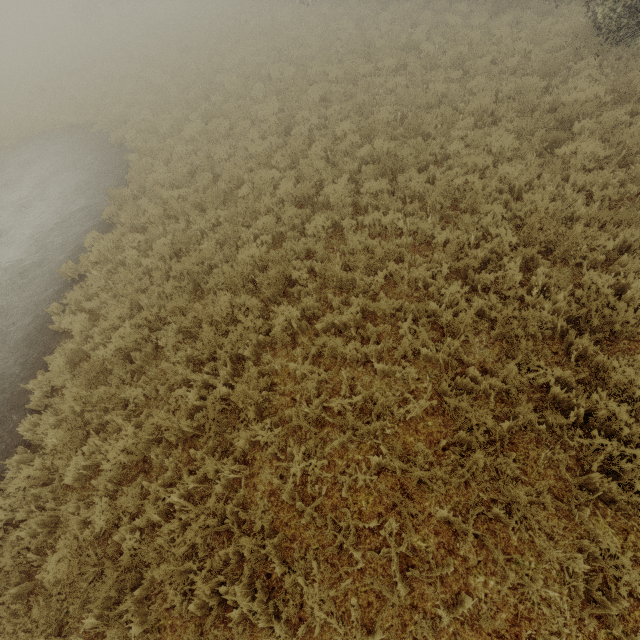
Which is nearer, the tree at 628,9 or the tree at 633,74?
the tree at 633,74

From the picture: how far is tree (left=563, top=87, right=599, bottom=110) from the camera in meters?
7.3

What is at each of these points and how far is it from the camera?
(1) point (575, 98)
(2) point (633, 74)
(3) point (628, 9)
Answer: (1) tree, 7.9 meters
(2) tree, 7.5 meters
(3) tree, 8.4 meters

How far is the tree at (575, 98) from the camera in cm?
732

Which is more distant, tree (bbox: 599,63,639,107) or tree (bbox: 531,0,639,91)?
tree (bbox: 531,0,639,91)
